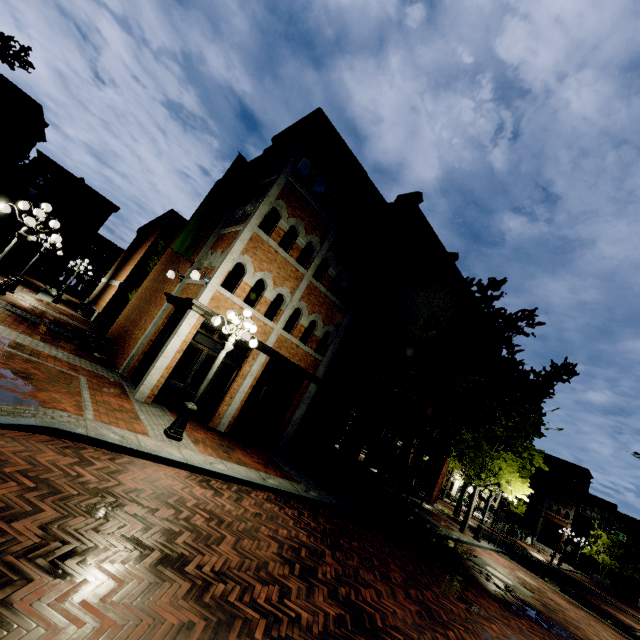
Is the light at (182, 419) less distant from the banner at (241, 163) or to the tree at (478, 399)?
the banner at (241, 163)

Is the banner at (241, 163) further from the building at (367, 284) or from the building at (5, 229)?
→ the building at (5, 229)

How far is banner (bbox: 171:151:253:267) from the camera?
12.82m

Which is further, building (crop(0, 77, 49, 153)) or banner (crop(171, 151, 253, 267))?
building (crop(0, 77, 49, 153))

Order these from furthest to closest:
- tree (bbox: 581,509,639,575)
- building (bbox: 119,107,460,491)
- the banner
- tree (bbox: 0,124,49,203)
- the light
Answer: tree (bbox: 581,509,639,575) → tree (bbox: 0,124,49,203) → the banner → building (bbox: 119,107,460,491) → the light

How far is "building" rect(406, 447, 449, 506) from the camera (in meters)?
21.81

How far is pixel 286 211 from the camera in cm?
1202
